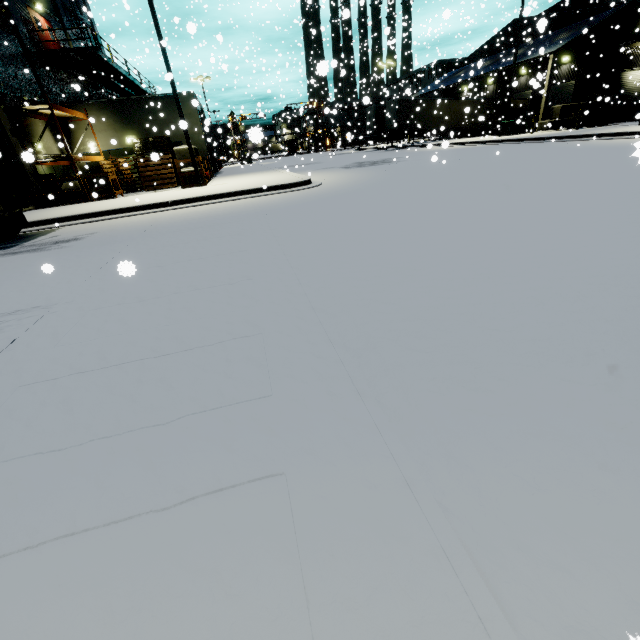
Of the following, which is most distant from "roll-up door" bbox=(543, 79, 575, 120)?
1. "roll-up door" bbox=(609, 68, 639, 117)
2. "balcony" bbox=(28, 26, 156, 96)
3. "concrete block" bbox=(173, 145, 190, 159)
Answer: "balcony" bbox=(28, 26, 156, 96)

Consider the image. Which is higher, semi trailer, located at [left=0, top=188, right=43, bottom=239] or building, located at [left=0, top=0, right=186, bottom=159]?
building, located at [left=0, top=0, right=186, bottom=159]

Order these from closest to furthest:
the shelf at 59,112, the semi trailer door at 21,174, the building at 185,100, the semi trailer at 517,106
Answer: the semi trailer door at 21,174
the shelf at 59,112
the building at 185,100
the semi trailer at 517,106

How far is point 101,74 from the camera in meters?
24.0 m

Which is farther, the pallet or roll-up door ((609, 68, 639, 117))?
roll-up door ((609, 68, 639, 117))

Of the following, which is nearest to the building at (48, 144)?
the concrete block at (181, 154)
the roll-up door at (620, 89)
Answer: the roll-up door at (620, 89)

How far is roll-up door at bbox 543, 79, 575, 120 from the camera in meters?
30.3 m

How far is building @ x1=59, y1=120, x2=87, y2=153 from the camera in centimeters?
1925cm
